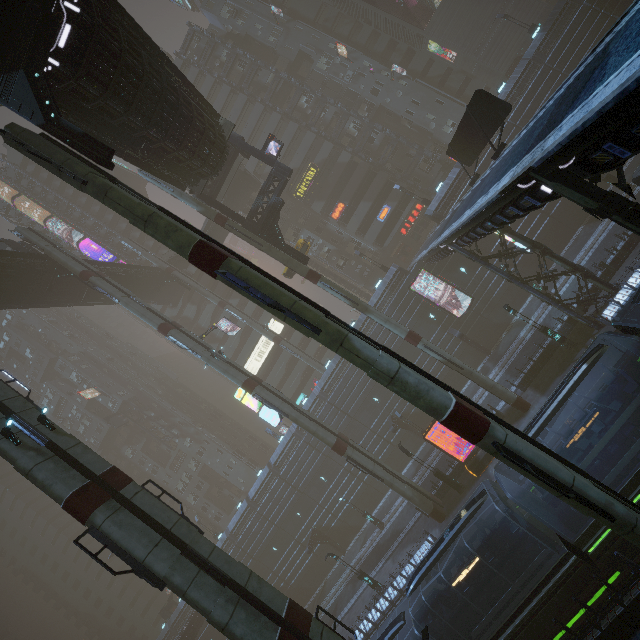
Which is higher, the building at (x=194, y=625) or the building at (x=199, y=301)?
the building at (x=199, y=301)

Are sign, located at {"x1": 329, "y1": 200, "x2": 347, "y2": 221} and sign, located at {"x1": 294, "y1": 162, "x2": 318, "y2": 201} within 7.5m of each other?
yes

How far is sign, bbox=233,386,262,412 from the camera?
27.58m

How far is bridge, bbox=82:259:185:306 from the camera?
37.30m

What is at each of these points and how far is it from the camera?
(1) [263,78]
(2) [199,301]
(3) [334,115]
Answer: (1) building, 49.5 meters
(2) building, 53.7 meters
(3) building, 48.1 meters

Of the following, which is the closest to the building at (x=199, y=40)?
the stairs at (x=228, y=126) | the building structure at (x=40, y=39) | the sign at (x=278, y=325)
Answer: the sign at (x=278, y=325)

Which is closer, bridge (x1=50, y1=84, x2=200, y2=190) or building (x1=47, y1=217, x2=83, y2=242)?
bridge (x1=50, y1=84, x2=200, y2=190)
